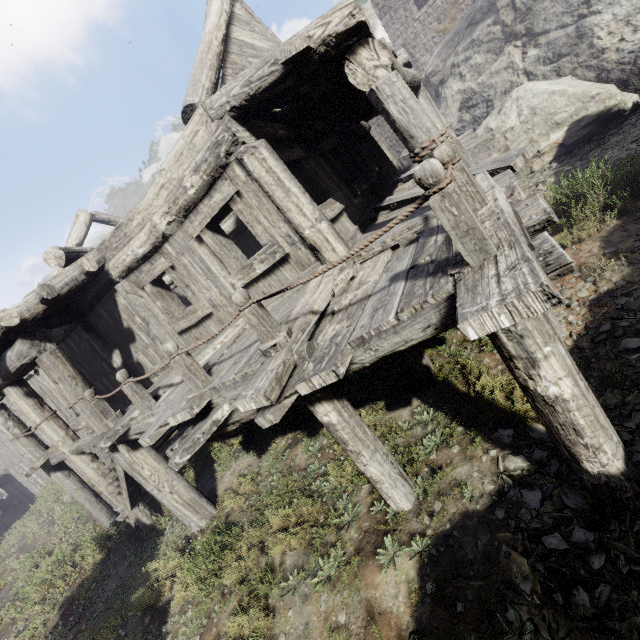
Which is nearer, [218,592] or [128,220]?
[218,592]

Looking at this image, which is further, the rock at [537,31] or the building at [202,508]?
the rock at [537,31]

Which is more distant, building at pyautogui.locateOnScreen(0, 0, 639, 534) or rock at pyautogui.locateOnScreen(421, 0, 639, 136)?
rock at pyautogui.locateOnScreen(421, 0, 639, 136)
